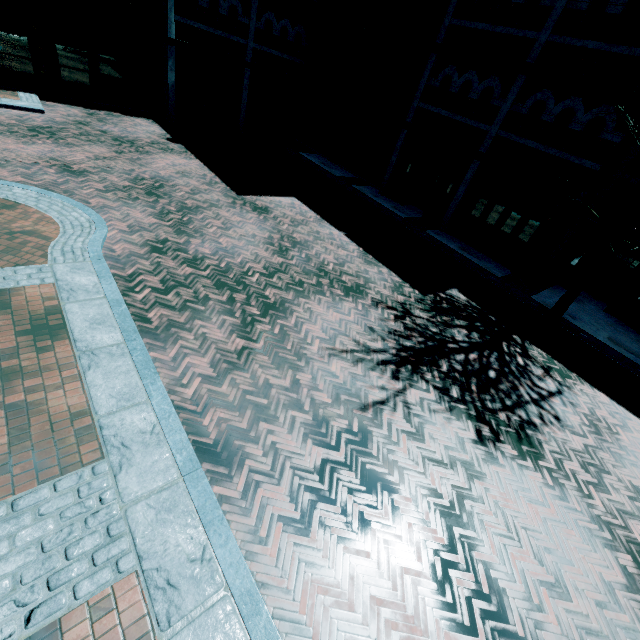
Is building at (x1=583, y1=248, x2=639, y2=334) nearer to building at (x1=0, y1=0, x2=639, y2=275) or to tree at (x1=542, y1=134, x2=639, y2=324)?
building at (x1=0, y1=0, x2=639, y2=275)

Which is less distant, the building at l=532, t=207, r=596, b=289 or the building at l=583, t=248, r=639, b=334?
the building at l=583, t=248, r=639, b=334

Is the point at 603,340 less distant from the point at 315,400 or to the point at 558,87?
the point at 558,87

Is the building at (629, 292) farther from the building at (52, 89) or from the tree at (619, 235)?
the tree at (619, 235)

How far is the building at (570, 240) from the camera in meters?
12.2 m

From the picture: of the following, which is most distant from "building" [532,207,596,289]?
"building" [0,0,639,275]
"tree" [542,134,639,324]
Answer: "tree" [542,134,639,324]
